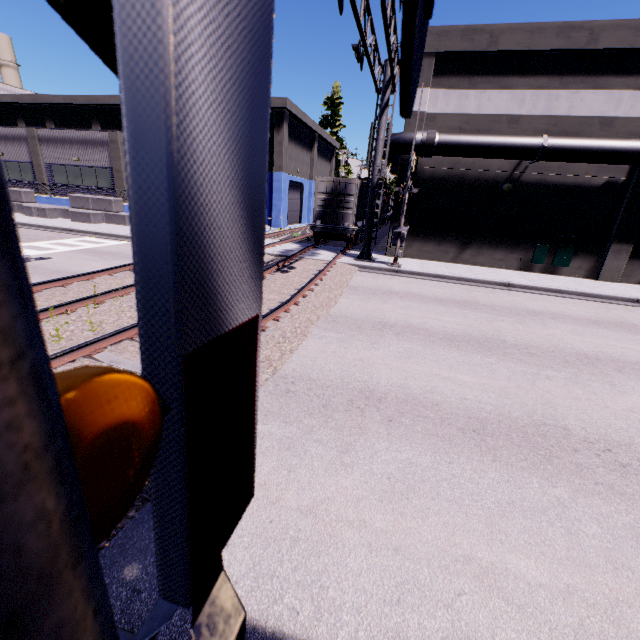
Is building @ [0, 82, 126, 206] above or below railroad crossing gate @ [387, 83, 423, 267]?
above

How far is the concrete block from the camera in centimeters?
2297cm

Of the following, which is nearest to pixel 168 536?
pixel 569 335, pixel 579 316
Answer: pixel 569 335

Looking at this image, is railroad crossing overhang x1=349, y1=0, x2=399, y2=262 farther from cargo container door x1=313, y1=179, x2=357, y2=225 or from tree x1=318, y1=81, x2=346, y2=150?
tree x1=318, y1=81, x2=346, y2=150

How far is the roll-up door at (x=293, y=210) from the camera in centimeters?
3434cm

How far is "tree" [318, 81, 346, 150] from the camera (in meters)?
47.94

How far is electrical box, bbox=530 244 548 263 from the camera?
17.0 meters

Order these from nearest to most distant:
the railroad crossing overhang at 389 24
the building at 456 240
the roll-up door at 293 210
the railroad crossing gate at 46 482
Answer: the railroad crossing gate at 46 482 < the railroad crossing overhang at 389 24 < the building at 456 240 < the roll-up door at 293 210
